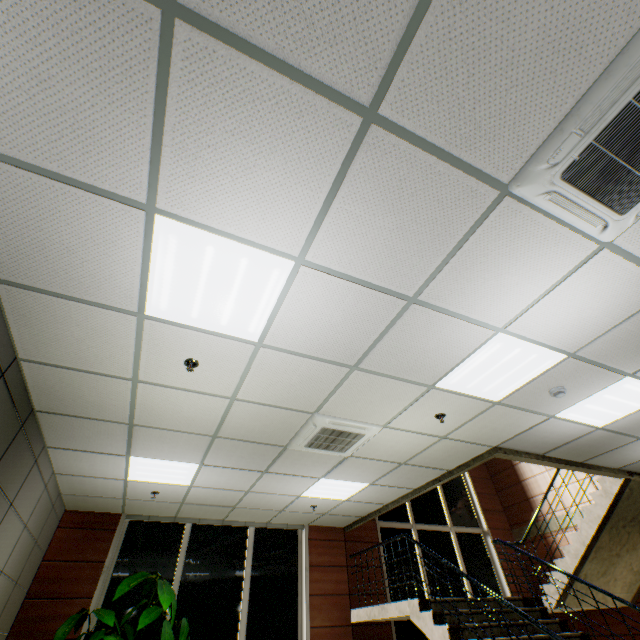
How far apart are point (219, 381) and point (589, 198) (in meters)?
3.37

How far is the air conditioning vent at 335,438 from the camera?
4.0m

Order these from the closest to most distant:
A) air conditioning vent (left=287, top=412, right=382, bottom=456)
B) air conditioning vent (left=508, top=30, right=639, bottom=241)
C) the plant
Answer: air conditioning vent (left=508, top=30, right=639, bottom=241) < air conditioning vent (left=287, top=412, right=382, bottom=456) < the plant

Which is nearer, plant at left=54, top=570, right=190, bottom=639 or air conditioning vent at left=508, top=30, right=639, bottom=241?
air conditioning vent at left=508, top=30, right=639, bottom=241

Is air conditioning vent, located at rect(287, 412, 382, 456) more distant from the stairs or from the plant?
the plant

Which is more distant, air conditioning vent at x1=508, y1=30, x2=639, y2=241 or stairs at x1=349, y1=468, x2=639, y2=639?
stairs at x1=349, y1=468, x2=639, y2=639

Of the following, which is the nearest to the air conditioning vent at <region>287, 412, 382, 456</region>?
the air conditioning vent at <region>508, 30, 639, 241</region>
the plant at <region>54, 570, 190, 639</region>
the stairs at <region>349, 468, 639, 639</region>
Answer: the stairs at <region>349, 468, 639, 639</region>

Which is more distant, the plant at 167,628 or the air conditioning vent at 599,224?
the plant at 167,628
